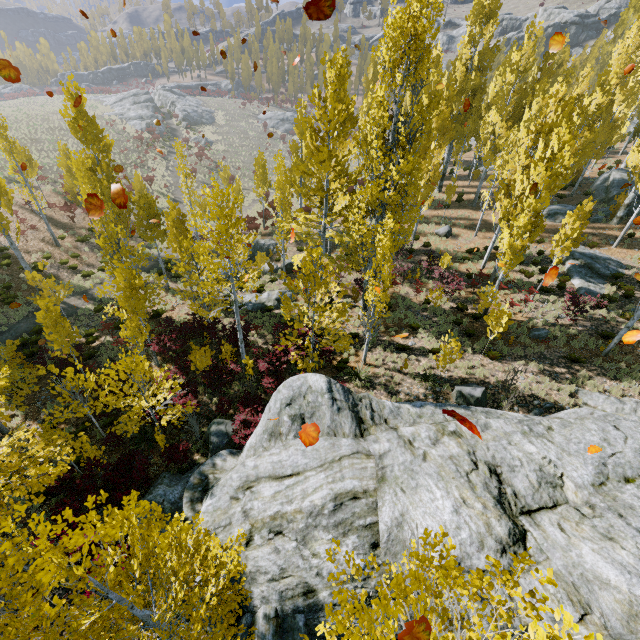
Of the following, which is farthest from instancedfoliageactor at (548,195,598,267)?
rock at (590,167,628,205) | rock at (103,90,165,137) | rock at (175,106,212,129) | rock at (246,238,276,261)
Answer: rock at (103,90,165,137)

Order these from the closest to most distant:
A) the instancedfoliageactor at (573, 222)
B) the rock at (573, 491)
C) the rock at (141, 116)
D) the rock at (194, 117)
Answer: the rock at (573, 491) < the instancedfoliageactor at (573, 222) < the rock at (141, 116) < the rock at (194, 117)

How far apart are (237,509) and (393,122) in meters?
15.1 m

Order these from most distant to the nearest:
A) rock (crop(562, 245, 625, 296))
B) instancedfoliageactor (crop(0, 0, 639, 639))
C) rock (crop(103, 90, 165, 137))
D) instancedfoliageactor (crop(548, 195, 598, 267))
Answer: rock (crop(103, 90, 165, 137))
rock (crop(562, 245, 625, 296))
instancedfoliageactor (crop(548, 195, 598, 267))
instancedfoliageactor (crop(0, 0, 639, 639))

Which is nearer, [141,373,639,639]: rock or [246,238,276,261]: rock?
[141,373,639,639]: rock

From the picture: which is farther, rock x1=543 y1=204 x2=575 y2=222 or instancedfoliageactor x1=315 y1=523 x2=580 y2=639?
rock x1=543 y1=204 x2=575 y2=222

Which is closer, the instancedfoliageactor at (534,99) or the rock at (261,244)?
the instancedfoliageactor at (534,99)

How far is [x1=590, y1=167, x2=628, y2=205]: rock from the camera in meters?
27.9 m
